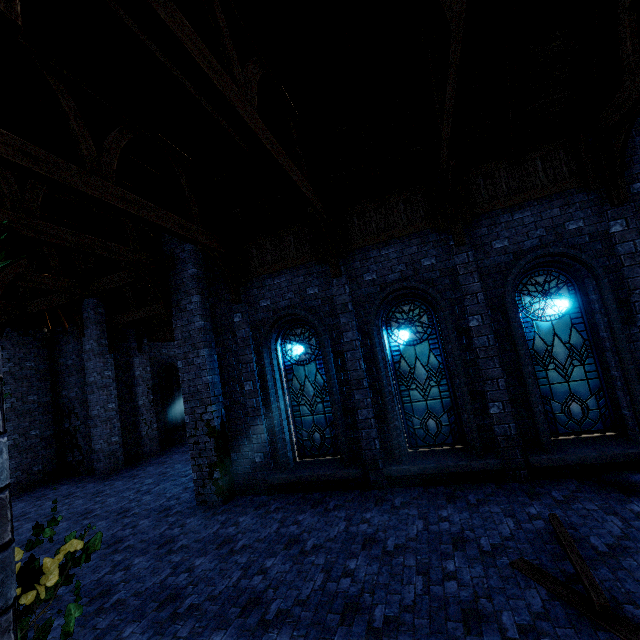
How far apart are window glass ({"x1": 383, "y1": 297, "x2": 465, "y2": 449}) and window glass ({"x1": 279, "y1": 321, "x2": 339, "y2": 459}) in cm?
151

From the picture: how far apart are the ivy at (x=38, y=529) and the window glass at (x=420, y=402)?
7.2 meters

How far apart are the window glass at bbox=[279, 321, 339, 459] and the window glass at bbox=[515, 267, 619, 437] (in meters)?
4.51

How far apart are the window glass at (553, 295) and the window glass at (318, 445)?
4.51m

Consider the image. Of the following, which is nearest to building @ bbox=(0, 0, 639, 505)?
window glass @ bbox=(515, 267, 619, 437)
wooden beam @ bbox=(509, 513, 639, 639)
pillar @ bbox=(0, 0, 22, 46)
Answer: pillar @ bbox=(0, 0, 22, 46)

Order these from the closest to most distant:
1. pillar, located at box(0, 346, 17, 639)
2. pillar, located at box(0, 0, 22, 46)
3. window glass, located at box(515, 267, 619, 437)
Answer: pillar, located at box(0, 346, 17, 639) → pillar, located at box(0, 0, 22, 46) → window glass, located at box(515, 267, 619, 437)

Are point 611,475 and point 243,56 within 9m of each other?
no

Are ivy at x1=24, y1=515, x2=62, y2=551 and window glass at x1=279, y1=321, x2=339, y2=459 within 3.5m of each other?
no
